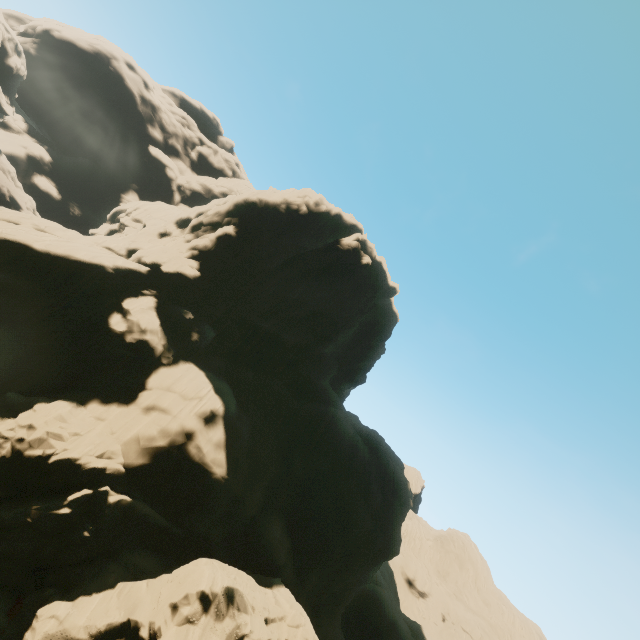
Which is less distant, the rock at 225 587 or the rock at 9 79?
the rock at 225 587

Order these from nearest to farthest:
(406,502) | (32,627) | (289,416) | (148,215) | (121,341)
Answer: (32,627) → (121,341) → (289,416) → (148,215) → (406,502)

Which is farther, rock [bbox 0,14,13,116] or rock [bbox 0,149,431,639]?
rock [bbox 0,14,13,116]
